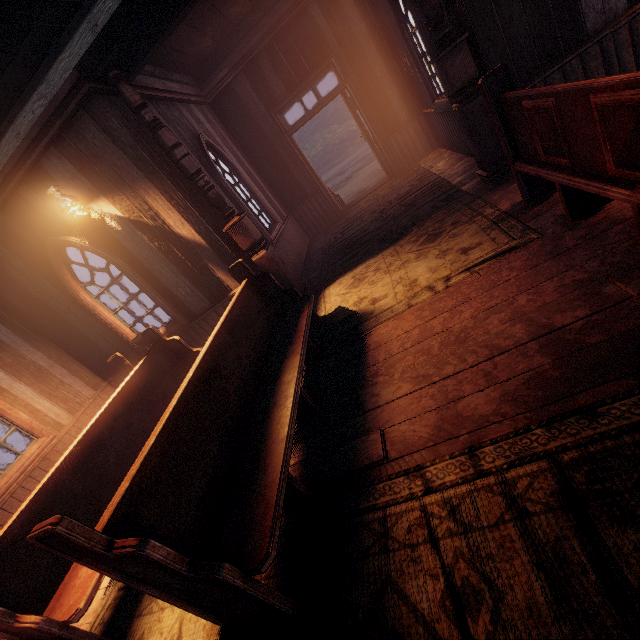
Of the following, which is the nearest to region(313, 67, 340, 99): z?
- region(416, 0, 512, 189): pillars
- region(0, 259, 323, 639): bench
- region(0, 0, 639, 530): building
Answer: region(0, 0, 639, 530): building

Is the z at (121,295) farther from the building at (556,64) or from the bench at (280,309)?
the bench at (280,309)

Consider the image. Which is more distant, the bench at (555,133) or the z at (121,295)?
the z at (121,295)

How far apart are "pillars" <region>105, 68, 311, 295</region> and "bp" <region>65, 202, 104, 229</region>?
1.4 meters

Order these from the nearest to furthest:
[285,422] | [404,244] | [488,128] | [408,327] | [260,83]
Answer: [285,422]
[408,327]
[488,128]
[404,244]
[260,83]

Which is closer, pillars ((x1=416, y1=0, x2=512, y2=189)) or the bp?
pillars ((x1=416, y1=0, x2=512, y2=189))

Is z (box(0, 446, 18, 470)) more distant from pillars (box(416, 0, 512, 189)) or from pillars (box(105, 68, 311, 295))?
pillars (box(105, 68, 311, 295))

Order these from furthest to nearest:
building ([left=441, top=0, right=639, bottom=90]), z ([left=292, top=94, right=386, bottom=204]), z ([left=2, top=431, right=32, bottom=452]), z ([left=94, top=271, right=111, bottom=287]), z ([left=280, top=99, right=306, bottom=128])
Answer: z ([left=280, top=99, right=306, bottom=128]) → z ([left=94, top=271, right=111, bottom=287]) → z ([left=2, top=431, right=32, bottom=452]) → z ([left=292, top=94, right=386, bottom=204]) → building ([left=441, top=0, right=639, bottom=90])
